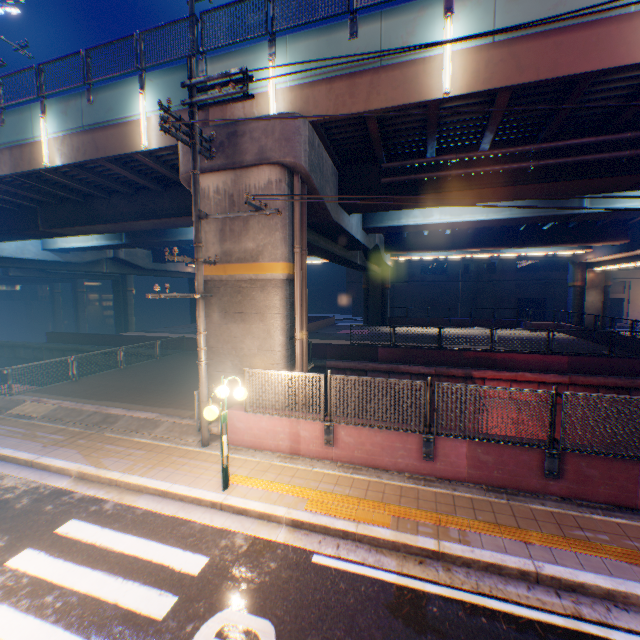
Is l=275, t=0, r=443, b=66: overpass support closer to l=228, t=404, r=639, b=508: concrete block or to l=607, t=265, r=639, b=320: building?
l=228, t=404, r=639, b=508: concrete block

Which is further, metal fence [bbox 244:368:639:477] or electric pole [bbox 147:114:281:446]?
electric pole [bbox 147:114:281:446]

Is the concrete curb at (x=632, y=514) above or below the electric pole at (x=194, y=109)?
below

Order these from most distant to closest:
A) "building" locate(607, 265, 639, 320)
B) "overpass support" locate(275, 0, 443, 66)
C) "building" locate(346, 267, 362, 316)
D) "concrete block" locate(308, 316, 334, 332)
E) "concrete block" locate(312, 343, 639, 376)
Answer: "building" locate(346, 267, 362, 316), "building" locate(607, 265, 639, 320), "concrete block" locate(308, 316, 334, 332), "concrete block" locate(312, 343, 639, 376), "overpass support" locate(275, 0, 443, 66)

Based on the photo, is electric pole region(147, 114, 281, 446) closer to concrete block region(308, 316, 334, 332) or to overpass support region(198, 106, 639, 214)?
overpass support region(198, 106, 639, 214)

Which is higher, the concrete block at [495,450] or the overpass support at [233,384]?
the overpass support at [233,384]

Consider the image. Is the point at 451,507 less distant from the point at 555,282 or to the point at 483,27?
the point at 483,27

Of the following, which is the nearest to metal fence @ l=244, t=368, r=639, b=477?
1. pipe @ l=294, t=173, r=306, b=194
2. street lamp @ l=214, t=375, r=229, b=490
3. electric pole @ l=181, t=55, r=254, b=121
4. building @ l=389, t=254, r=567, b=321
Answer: electric pole @ l=181, t=55, r=254, b=121
